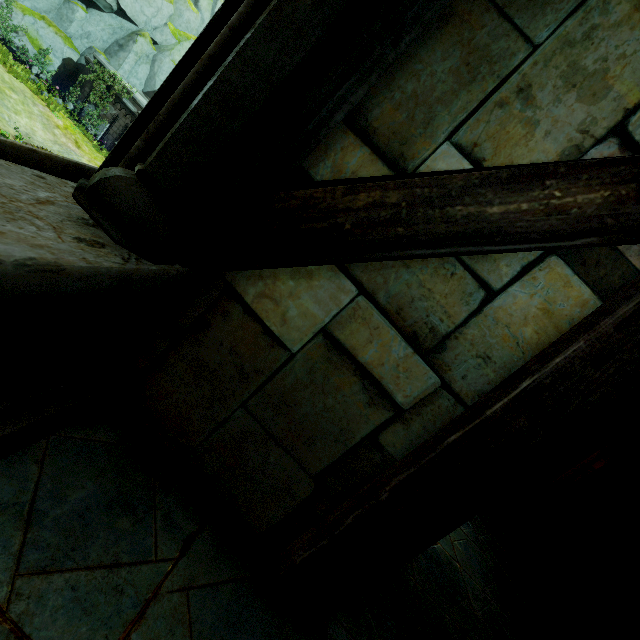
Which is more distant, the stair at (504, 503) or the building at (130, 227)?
the stair at (504, 503)

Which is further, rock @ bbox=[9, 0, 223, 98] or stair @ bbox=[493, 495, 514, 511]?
rock @ bbox=[9, 0, 223, 98]

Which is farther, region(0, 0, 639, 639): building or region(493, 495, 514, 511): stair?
region(493, 495, 514, 511): stair

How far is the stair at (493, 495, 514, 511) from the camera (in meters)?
6.82

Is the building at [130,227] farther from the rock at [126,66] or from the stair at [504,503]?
the rock at [126,66]

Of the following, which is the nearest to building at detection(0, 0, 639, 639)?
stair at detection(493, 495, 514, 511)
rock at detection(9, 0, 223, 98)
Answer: stair at detection(493, 495, 514, 511)

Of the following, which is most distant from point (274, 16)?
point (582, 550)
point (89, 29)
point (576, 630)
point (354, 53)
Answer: point (89, 29)

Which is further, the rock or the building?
the rock
